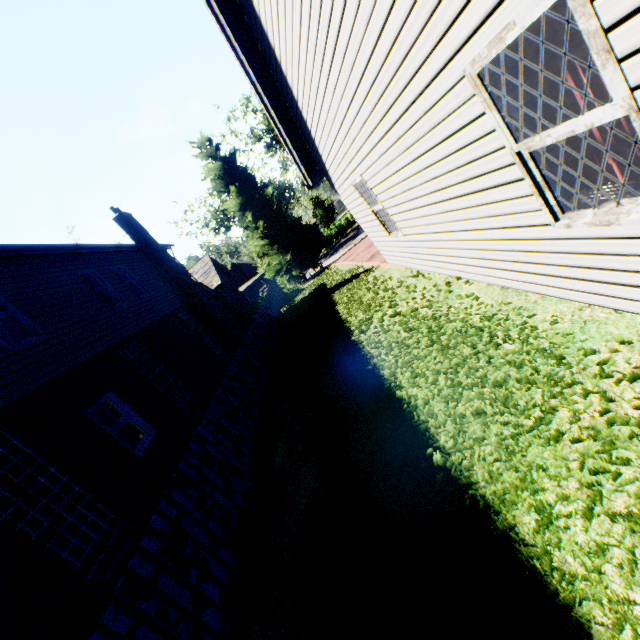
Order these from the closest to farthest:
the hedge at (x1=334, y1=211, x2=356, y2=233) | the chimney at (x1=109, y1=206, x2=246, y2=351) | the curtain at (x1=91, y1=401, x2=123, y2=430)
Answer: the curtain at (x1=91, y1=401, x2=123, y2=430) < the chimney at (x1=109, y1=206, x2=246, y2=351) < the hedge at (x1=334, y1=211, x2=356, y2=233)

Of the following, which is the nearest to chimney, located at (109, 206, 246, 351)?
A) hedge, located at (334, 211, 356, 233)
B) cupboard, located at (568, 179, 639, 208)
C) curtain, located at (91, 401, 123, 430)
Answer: curtain, located at (91, 401, 123, 430)

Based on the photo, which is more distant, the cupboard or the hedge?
the hedge

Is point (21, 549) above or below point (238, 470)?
above

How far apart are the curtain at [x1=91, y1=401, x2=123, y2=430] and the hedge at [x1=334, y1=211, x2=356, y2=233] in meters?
39.8 m

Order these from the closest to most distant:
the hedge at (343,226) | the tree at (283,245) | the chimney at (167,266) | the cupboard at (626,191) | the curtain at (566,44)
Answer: the curtain at (566,44), the cupboard at (626,191), the chimney at (167,266), the tree at (283,245), the hedge at (343,226)

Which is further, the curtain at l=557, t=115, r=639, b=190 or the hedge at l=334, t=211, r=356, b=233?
the hedge at l=334, t=211, r=356, b=233

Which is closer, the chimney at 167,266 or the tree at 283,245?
the chimney at 167,266
